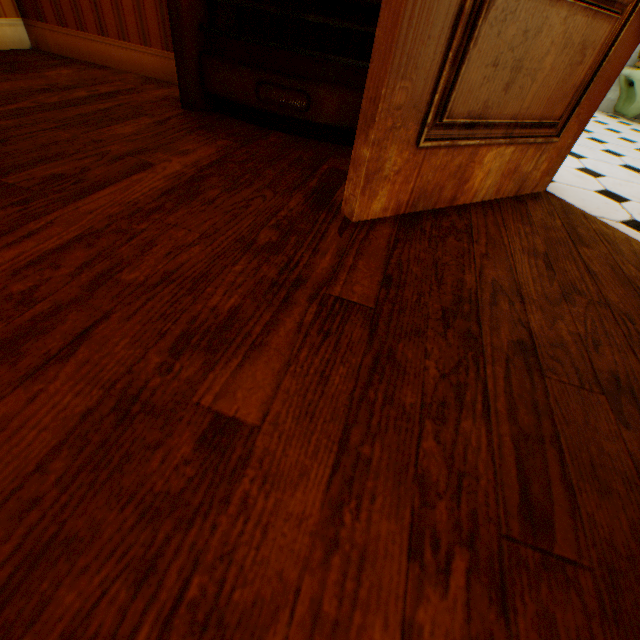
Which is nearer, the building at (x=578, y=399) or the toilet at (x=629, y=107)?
the building at (x=578, y=399)

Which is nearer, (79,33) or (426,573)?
(426,573)

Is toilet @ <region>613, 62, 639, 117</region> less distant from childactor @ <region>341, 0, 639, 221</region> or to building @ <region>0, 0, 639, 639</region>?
building @ <region>0, 0, 639, 639</region>

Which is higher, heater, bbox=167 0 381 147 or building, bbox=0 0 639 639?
heater, bbox=167 0 381 147

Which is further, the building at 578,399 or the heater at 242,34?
the heater at 242,34

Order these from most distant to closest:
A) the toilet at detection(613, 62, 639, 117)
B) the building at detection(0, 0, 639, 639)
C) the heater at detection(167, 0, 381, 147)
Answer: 1. the toilet at detection(613, 62, 639, 117)
2. the heater at detection(167, 0, 381, 147)
3. the building at detection(0, 0, 639, 639)

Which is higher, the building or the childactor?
the childactor

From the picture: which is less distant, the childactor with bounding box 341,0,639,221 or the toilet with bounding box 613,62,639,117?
the childactor with bounding box 341,0,639,221
